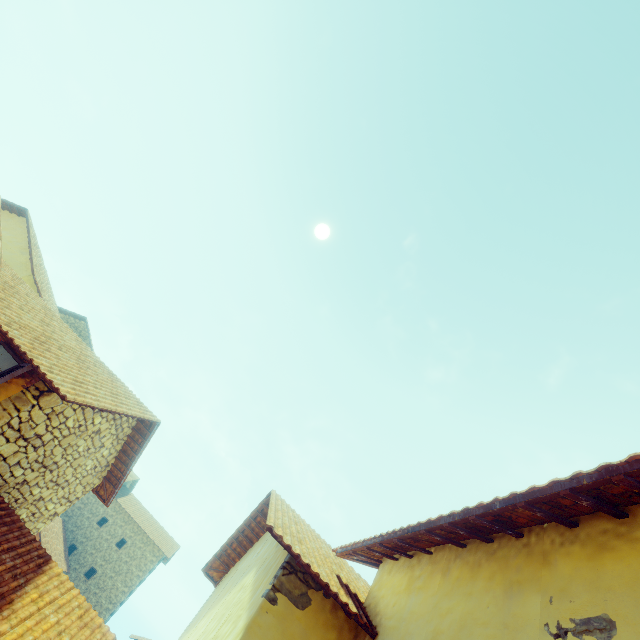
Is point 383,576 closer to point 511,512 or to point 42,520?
point 511,512
